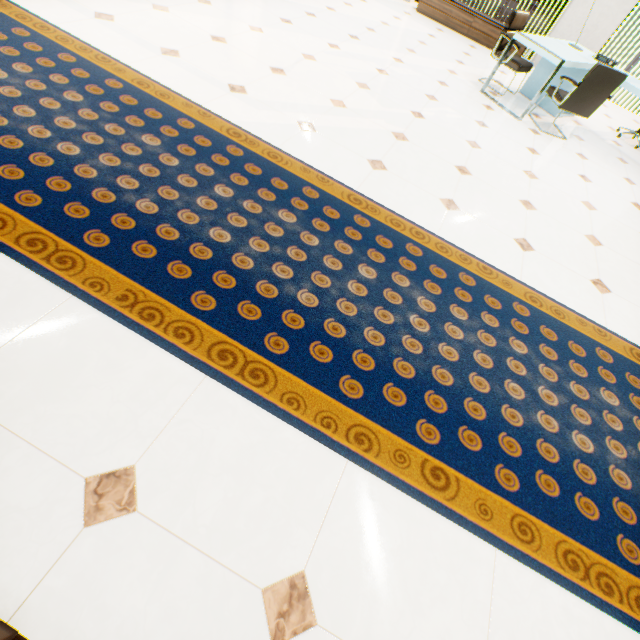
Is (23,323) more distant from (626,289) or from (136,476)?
(626,289)

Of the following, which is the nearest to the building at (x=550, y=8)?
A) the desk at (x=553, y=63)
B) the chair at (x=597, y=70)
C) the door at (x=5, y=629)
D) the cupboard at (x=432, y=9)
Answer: the cupboard at (x=432, y=9)

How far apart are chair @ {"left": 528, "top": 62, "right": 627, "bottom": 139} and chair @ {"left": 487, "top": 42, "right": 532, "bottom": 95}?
0.6 meters

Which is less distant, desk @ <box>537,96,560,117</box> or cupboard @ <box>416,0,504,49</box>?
desk @ <box>537,96,560,117</box>

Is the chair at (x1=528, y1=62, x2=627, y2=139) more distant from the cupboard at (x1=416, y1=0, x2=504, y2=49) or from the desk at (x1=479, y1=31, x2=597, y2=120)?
the cupboard at (x1=416, y1=0, x2=504, y2=49)

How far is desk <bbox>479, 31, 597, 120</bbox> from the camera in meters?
4.2 m

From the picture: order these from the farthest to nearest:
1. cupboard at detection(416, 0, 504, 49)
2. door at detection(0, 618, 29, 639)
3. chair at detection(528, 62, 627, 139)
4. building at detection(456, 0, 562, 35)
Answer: building at detection(456, 0, 562, 35) < cupboard at detection(416, 0, 504, 49) < chair at detection(528, 62, 627, 139) < door at detection(0, 618, 29, 639)

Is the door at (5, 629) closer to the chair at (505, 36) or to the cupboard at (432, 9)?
the chair at (505, 36)
